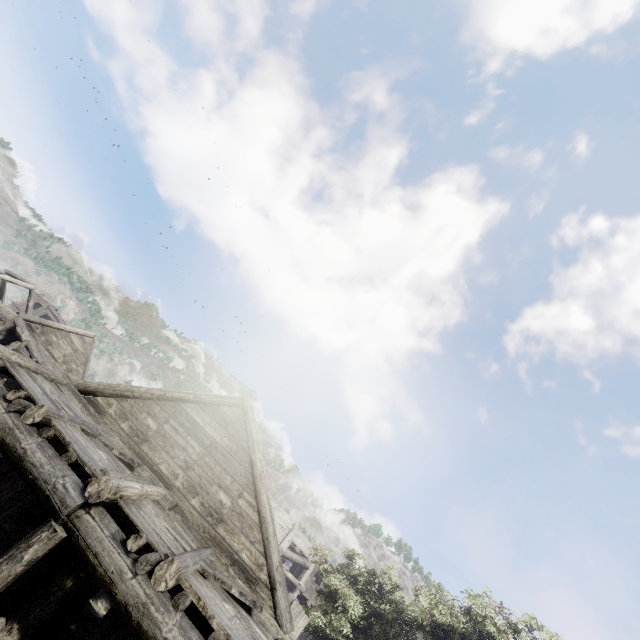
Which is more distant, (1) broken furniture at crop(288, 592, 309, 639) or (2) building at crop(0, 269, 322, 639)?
(1) broken furniture at crop(288, 592, 309, 639)

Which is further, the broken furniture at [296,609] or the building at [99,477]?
the broken furniture at [296,609]

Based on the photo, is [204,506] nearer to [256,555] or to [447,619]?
[256,555]
